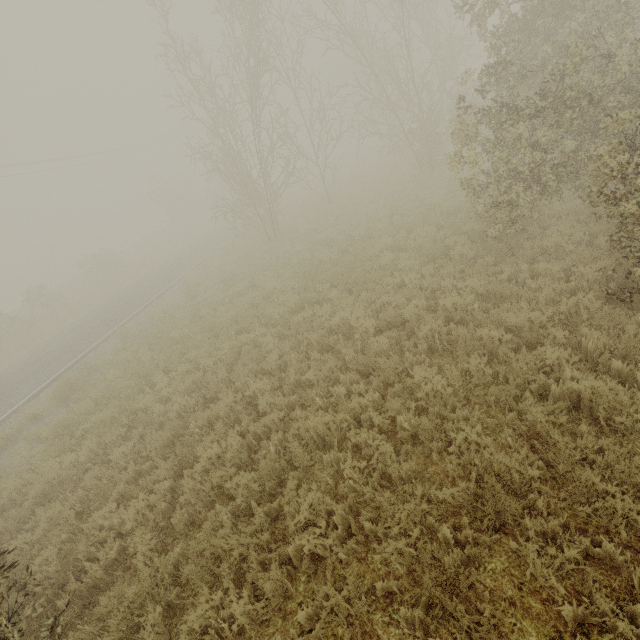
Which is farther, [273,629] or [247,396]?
[247,396]

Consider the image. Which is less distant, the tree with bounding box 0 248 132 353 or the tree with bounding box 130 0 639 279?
the tree with bounding box 130 0 639 279

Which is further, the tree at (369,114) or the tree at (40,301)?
the tree at (40,301)
